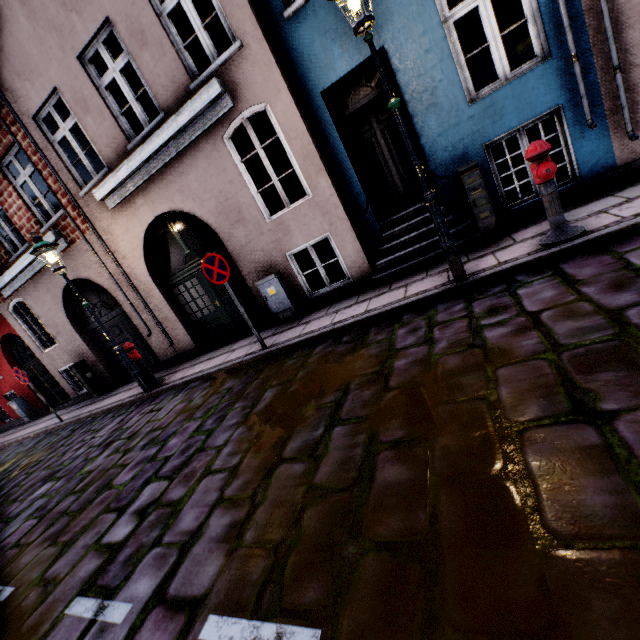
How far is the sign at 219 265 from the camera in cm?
538

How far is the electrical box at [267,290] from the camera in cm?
682

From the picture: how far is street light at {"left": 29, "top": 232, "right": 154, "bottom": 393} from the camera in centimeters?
639cm

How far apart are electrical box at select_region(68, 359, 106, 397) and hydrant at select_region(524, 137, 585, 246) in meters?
12.2 m

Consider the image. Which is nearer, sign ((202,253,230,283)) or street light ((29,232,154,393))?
sign ((202,253,230,283))

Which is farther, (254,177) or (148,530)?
(254,177)

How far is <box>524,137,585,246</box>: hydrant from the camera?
3.7 meters

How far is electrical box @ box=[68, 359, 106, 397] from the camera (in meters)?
10.09
